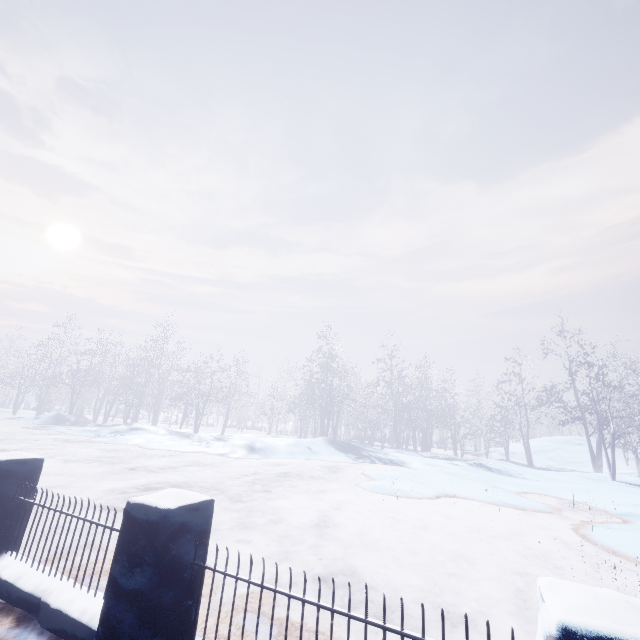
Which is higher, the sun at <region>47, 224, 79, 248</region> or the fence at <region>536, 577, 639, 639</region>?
the sun at <region>47, 224, 79, 248</region>

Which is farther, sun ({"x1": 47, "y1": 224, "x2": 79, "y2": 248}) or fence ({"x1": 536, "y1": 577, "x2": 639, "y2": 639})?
sun ({"x1": 47, "y1": 224, "x2": 79, "y2": 248})

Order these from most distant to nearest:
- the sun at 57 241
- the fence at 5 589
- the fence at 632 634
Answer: the sun at 57 241 < the fence at 5 589 < the fence at 632 634

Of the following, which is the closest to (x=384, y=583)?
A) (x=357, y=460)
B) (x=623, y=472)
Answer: (x=357, y=460)

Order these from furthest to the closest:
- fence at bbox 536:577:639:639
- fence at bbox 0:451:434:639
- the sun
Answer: the sun → fence at bbox 0:451:434:639 → fence at bbox 536:577:639:639

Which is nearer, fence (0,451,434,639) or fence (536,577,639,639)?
fence (536,577,639,639)

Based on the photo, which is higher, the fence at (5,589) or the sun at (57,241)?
the sun at (57,241)
